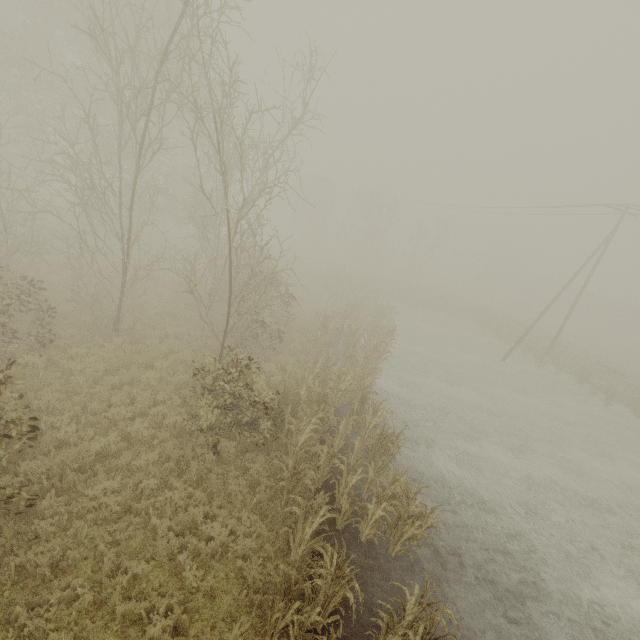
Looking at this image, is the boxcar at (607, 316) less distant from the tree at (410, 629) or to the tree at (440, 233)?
the tree at (440, 233)

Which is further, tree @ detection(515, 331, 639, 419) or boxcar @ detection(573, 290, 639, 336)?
boxcar @ detection(573, 290, 639, 336)

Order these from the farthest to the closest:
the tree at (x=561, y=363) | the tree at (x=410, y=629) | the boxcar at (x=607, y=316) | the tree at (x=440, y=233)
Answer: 1. the boxcar at (x=607, y=316)
2. the tree at (x=440, y=233)
3. the tree at (x=561, y=363)
4. the tree at (x=410, y=629)

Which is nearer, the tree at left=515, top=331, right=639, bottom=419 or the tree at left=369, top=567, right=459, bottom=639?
the tree at left=369, top=567, right=459, bottom=639

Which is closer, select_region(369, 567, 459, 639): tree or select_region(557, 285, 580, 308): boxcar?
select_region(369, 567, 459, 639): tree

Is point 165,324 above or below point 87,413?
above

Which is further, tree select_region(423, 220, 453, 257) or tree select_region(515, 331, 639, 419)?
tree select_region(423, 220, 453, 257)

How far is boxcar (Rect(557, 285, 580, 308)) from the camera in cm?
5612
